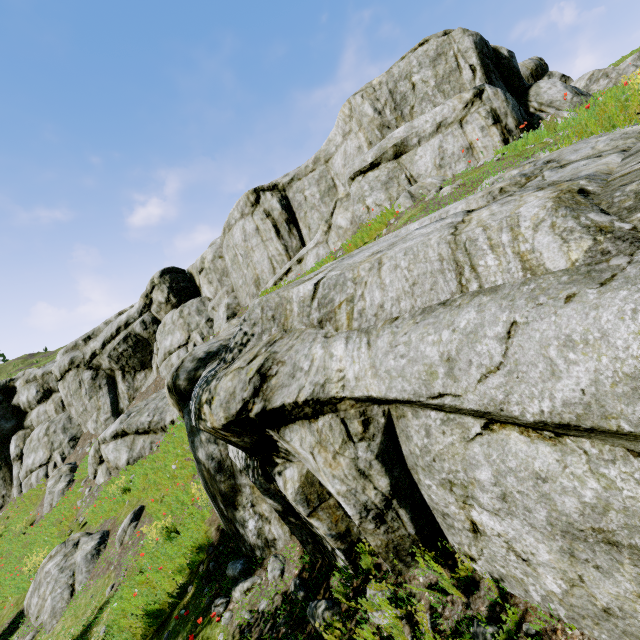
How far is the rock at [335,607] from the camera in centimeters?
406cm

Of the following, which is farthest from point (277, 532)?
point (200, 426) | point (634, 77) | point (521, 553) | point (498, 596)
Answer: point (634, 77)

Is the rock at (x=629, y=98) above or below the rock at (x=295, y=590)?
above

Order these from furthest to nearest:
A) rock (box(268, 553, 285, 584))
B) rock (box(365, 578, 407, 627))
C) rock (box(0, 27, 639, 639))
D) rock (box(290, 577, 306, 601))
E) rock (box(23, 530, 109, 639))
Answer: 1. rock (box(23, 530, 109, 639))
2. rock (box(268, 553, 285, 584))
3. rock (box(290, 577, 306, 601))
4. rock (box(365, 578, 407, 627))
5. rock (box(0, 27, 639, 639))

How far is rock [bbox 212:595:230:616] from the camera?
5.84m

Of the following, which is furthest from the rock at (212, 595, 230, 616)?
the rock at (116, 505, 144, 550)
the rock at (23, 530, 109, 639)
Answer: the rock at (23, 530, 109, 639)
